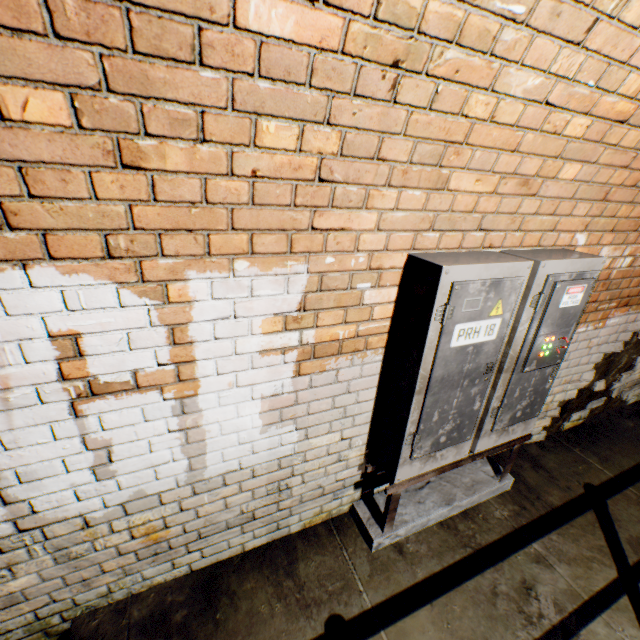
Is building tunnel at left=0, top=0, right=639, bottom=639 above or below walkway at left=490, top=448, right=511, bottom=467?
above

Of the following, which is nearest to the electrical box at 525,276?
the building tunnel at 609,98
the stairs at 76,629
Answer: the building tunnel at 609,98

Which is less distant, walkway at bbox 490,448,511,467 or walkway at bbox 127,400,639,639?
walkway at bbox 127,400,639,639

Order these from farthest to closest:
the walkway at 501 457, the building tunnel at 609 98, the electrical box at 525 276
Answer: the walkway at 501 457, the electrical box at 525 276, the building tunnel at 609 98

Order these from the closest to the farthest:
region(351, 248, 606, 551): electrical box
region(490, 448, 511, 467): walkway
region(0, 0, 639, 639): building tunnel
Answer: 1. region(0, 0, 639, 639): building tunnel
2. region(351, 248, 606, 551): electrical box
3. region(490, 448, 511, 467): walkway

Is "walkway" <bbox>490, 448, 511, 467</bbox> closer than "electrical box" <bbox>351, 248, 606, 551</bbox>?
No

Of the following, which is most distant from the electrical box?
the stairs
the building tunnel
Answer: the stairs

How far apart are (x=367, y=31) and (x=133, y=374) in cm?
143
